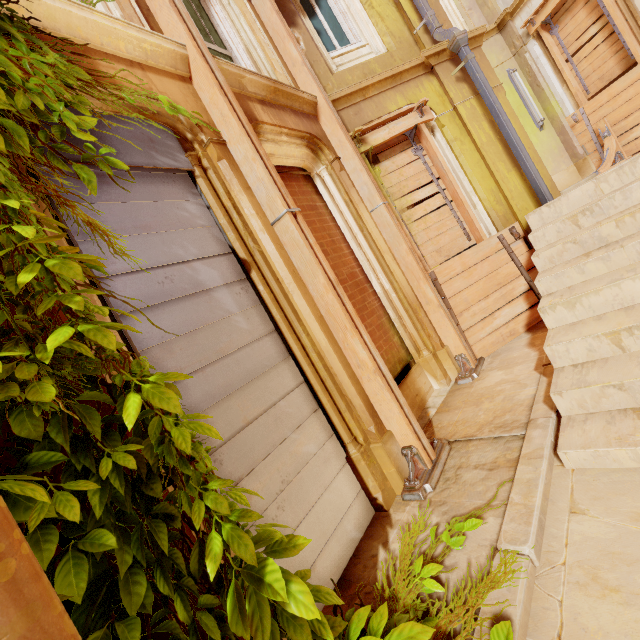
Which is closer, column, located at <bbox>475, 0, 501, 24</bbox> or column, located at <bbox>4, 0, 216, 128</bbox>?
column, located at <bbox>4, 0, 216, 128</bbox>

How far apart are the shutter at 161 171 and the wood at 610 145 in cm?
804

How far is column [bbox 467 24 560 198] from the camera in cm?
527

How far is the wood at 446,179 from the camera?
5.0m

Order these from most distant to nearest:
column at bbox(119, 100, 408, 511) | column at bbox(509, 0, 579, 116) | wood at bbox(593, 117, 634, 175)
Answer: column at bbox(509, 0, 579, 116) → wood at bbox(593, 117, 634, 175) → column at bbox(119, 100, 408, 511)

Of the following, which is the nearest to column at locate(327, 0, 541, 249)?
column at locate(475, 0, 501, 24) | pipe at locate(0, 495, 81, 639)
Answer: pipe at locate(0, 495, 81, 639)

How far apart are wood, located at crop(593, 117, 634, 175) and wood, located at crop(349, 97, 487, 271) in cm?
402

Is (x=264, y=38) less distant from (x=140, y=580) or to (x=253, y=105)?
(x=253, y=105)
